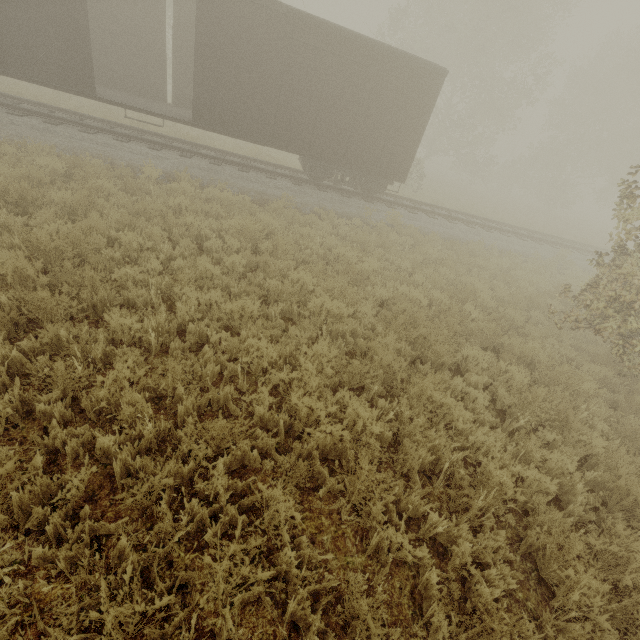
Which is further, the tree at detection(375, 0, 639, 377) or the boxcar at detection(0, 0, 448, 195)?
the boxcar at detection(0, 0, 448, 195)

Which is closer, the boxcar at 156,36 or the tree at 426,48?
the tree at 426,48

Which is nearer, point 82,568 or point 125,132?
point 82,568
